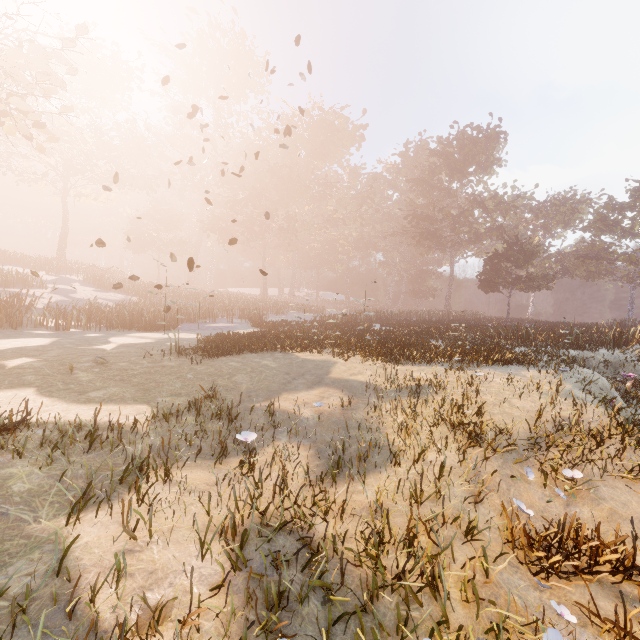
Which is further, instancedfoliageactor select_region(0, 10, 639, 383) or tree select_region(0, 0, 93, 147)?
instancedfoliageactor select_region(0, 10, 639, 383)

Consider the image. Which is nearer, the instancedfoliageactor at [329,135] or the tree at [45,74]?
the tree at [45,74]

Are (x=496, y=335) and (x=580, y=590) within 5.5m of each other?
no
